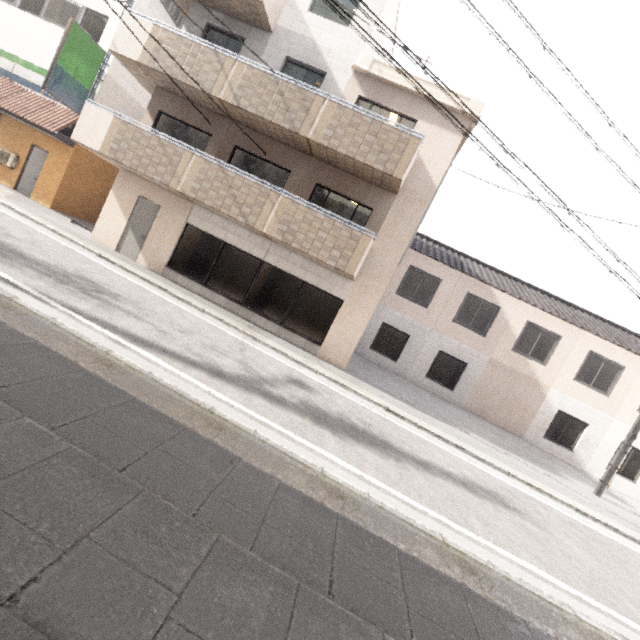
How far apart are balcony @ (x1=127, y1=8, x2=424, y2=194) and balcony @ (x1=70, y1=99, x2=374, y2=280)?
1.6m

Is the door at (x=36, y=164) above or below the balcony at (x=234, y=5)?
below

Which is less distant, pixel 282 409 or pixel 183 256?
pixel 282 409

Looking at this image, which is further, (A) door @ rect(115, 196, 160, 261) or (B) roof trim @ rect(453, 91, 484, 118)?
(A) door @ rect(115, 196, 160, 261)

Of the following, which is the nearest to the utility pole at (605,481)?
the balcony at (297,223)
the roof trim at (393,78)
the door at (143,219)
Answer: the roof trim at (393,78)

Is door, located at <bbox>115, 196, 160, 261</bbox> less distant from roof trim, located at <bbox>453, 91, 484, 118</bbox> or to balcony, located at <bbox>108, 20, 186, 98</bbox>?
balcony, located at <bbox>108, 20, 186, 98</bbox>

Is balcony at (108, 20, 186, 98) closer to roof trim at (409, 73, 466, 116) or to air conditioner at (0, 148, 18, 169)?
roof trim at (409, 73, 466, 116)
